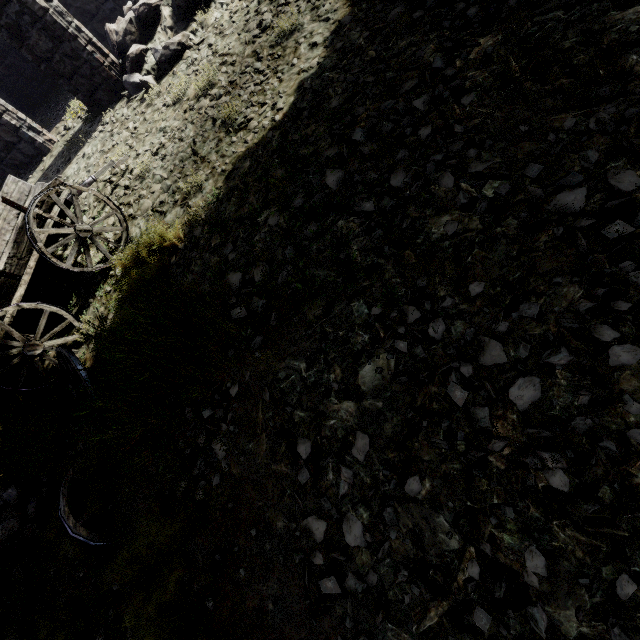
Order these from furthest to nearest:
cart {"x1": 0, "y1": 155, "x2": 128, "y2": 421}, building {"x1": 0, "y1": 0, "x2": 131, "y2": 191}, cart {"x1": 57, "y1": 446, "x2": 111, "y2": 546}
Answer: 1. building {"x1": 0, "y1": 0, "x2": 131, "y2": 191}
2. cart {"x1": 0, "y1": 155, "x2": 128, "y2": 421}
3. cart {"x1": 57, "y1": 446, "x2": 111, "y2": 546}

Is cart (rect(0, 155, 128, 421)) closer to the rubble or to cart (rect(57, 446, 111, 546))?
cart (rect(57, 446, 111, 546))

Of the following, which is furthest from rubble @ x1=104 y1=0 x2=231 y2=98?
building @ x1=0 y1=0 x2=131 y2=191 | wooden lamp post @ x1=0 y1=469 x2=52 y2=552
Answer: wooden lamp post @ x1=0 y1=469 x2=52 y2=552

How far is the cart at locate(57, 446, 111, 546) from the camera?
3.2m

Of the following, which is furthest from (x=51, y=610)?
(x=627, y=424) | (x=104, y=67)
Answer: (x=104, y=67)

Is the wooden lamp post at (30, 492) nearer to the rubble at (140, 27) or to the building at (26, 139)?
the building at (26, 139)

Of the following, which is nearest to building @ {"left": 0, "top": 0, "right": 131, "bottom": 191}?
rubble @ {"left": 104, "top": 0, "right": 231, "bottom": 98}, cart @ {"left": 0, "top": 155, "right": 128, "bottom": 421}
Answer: rubble @ {"left": 104, "top": 0, "right": 231, "bottom": 98}

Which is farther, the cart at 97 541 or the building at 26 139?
the building at 26 139
